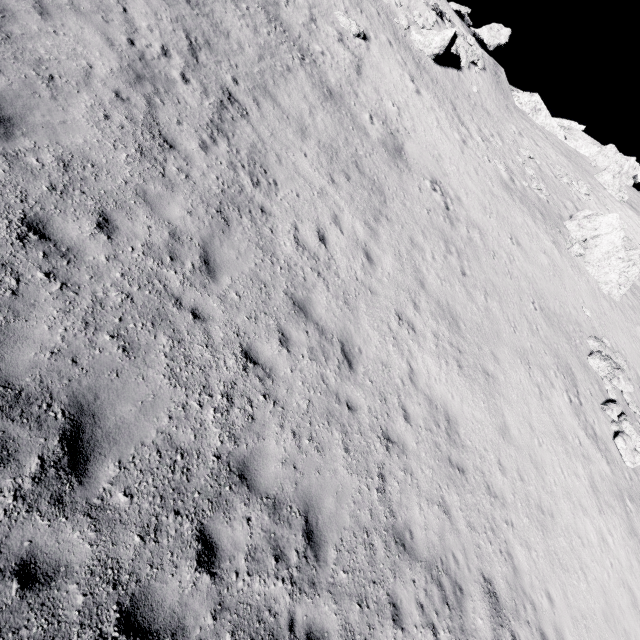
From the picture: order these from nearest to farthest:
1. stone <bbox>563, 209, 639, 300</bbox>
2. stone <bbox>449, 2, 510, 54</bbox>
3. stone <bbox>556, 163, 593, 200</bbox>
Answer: stone <bbox>563, 209, 639, 300</bbox>, stone <bbox>556, 163, 593, 200</bbox>, stone <bbox>449, 2, 510, 54</bbox>

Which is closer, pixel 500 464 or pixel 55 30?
pixel 55 30

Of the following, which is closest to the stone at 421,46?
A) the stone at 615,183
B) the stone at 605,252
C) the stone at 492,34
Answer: the stone at 605,252

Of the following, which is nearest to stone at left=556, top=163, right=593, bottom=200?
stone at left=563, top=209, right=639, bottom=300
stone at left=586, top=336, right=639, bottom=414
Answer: stone at left=563, top=209, right=639, bottom=300

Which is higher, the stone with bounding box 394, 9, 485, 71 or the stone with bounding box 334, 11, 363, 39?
the stone with bounding box 394, 9, 485, 71

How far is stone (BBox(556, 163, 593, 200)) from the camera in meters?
29.3

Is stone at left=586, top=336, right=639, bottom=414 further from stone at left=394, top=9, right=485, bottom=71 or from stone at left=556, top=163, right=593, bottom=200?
stone at left=394, top=9, right=485, bottom=71

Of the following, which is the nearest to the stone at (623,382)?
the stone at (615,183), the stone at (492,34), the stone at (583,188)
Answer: the stone at (583,188)
